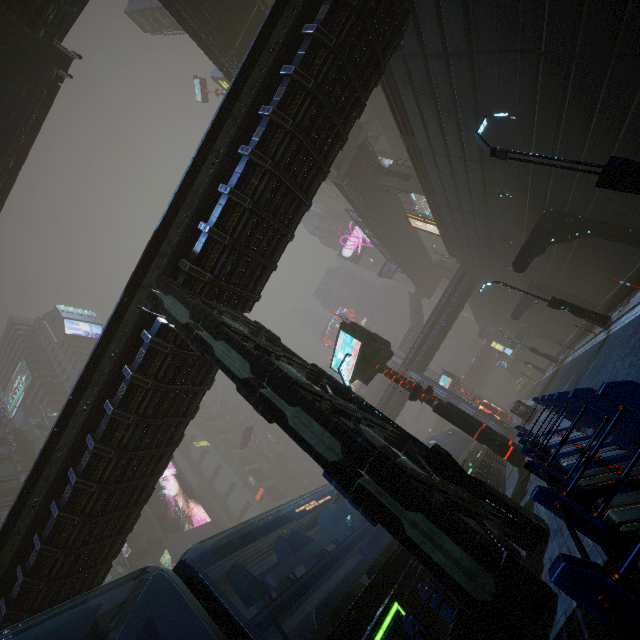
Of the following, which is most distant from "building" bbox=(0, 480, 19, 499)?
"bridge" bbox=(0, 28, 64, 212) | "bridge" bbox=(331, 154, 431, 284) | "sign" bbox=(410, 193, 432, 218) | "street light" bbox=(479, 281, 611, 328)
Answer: "bridge" bbox=(331, 154, 431, 284)

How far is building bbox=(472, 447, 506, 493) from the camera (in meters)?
14.49

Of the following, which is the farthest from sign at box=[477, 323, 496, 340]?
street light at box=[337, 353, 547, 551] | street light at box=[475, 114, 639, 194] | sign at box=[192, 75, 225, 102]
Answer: sign at box=[192, 75, 225, 102]

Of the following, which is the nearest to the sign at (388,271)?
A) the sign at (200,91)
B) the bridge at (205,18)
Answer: the bridge at (205,18)

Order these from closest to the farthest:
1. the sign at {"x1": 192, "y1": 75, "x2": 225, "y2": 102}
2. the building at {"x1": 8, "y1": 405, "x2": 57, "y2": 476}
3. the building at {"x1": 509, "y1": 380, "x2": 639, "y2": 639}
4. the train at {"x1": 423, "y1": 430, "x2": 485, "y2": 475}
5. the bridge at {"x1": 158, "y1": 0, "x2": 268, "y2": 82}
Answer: the building at {"x1": 509, "y1": 380, "x2": 639, "y2": 639}, the bridge at {"x1": 158, "y1": 0, "x2": 268, "y2": 82}, the train at {"x1": 423, "y1": 430, "x2": 485, "y2": 475}, the building at {"x1": 8, "y1": 405, "x2": 57, "y2": 476}, the sign at {"x1": 192, "y1": 75, "x2": 225, "y2": 102}

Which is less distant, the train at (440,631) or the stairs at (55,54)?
the train at (440,631)

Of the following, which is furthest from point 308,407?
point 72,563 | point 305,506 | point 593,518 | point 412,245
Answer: point 412,245

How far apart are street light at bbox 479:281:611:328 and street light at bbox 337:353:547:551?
11.89m
